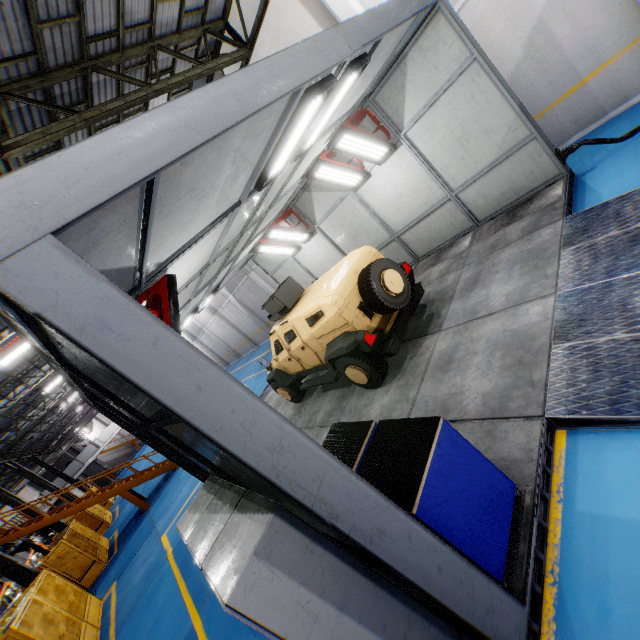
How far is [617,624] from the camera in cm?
218

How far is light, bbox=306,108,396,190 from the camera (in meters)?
7.02

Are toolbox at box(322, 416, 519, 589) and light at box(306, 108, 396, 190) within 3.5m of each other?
no

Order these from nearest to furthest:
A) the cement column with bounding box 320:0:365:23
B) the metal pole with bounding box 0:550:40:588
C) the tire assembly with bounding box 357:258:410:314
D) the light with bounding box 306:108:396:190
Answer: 1. the tire assembly with bounding box 357:258:410:314
2. the light with bounding box 306:108:396:190
3. the cement column with bounding box 320:0:365:23
4. the metal pole with bounding box 0:550:40:588

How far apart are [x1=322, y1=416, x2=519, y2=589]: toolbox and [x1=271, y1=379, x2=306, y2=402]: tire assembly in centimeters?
563cm

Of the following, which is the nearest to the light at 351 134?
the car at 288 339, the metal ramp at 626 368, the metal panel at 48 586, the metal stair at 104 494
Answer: the car at 288 339

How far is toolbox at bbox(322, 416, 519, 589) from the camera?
2.4m

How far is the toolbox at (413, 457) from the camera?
2.4 meters
